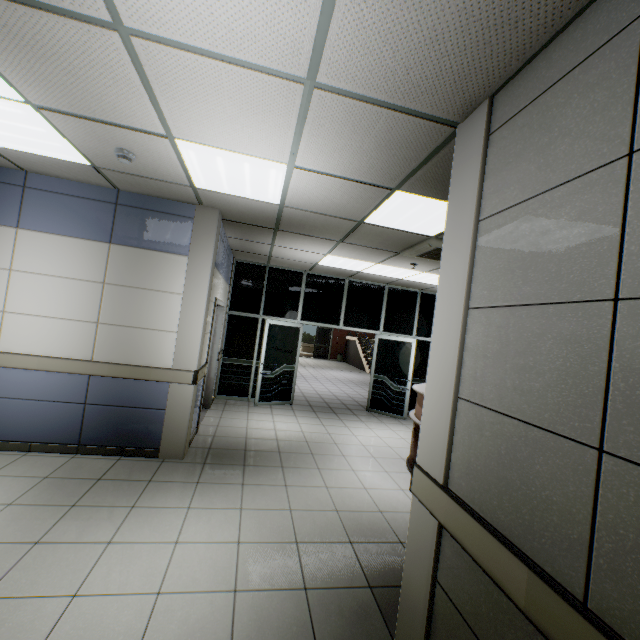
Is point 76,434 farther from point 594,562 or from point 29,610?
point 594,562

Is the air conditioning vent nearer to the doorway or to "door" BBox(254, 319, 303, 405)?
the doorway

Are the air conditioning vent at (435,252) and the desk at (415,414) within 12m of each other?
yes

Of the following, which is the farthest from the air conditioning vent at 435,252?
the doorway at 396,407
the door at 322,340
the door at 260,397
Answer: the door at 322,340

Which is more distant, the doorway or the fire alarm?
the doorway

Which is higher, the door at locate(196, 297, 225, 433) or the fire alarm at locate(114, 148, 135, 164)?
the fire alarm at locate(114, 148, 135, 164)

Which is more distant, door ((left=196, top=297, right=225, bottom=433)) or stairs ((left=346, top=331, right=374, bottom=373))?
stairs ((left=346, top=331, right=374, bottom=373))

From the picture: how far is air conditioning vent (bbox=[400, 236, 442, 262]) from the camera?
4.3 meters
